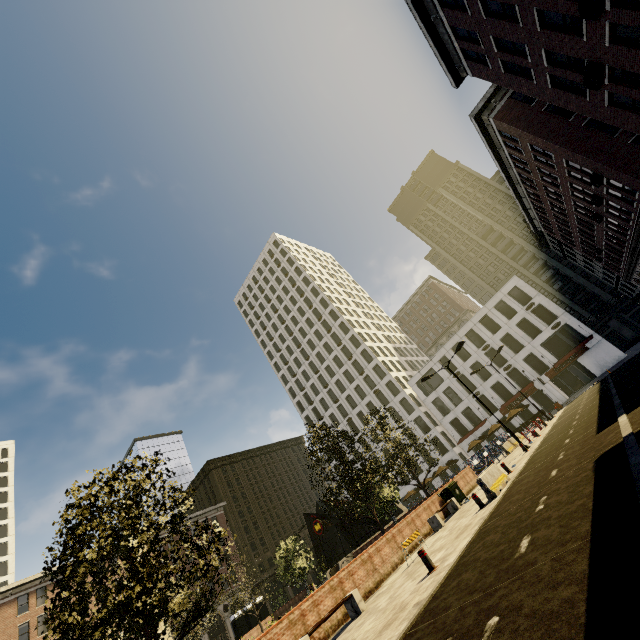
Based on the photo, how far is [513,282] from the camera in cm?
4681

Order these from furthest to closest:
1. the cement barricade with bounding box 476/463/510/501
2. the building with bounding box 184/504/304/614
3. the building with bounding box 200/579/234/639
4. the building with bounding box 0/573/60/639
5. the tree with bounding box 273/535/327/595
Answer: the building with bounding box 184/504/304/614
the building with bounding box 200/579/234/639
the building with bounding box 0/573/60/639
the tree with bounding box 273/535/327/595
the cement barricade with bounding box 476/463/510/501

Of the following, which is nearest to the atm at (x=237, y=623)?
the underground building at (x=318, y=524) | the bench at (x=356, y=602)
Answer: the underground building at (x=318, y=524)

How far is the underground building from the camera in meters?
31.6

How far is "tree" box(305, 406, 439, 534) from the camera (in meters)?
17.27

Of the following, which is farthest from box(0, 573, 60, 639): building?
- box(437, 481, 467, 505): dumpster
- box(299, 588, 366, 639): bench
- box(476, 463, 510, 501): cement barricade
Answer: box(437, 481, 467, 505): dumpster

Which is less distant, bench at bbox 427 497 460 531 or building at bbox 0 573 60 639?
bench at bbox 427 497 460 531

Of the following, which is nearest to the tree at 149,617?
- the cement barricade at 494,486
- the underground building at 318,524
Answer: the underground building at 318,524
